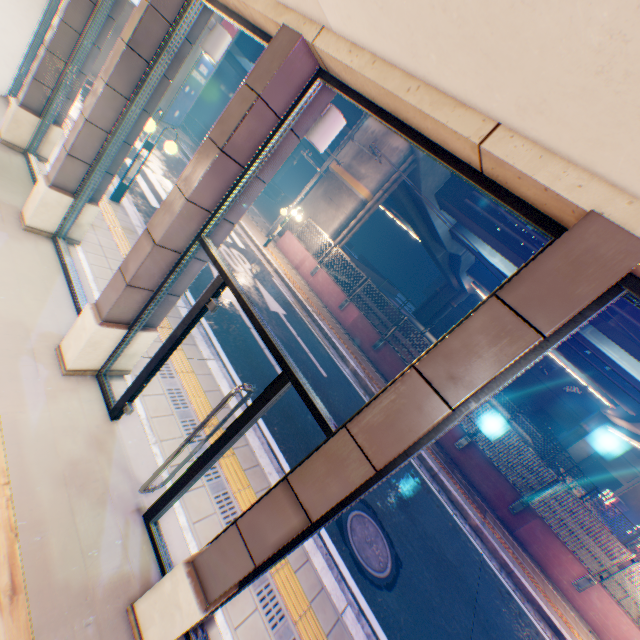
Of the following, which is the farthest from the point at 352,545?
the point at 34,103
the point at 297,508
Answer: the point at 34,103

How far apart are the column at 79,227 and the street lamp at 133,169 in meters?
2.0 m

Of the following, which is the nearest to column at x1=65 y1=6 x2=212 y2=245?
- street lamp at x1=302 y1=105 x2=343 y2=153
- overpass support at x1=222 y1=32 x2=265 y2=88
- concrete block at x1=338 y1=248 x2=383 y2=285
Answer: street lamp at x1=302 y1=105 x2=343 y2=153

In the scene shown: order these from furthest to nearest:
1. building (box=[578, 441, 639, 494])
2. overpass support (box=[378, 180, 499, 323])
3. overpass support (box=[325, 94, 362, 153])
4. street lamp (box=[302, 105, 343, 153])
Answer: building (box=[578, 441, 639, 494]) → overpass support (box=[325, 94, 362, 153]) → overpass support (box=[378, 180, 499, 323]) → street lamp (box=[302, 105, 343, 153])

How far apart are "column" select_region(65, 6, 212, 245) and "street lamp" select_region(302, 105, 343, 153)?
2.6 meters

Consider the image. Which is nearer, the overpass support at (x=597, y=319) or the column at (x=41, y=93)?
the column at (x=41, y=93)

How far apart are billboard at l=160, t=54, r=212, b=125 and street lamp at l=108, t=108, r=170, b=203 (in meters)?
14.95

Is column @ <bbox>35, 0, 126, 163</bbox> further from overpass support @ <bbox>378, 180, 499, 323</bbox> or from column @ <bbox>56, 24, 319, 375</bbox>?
overpass support @ <bbox>378, 180, 499, 323</bbox>
